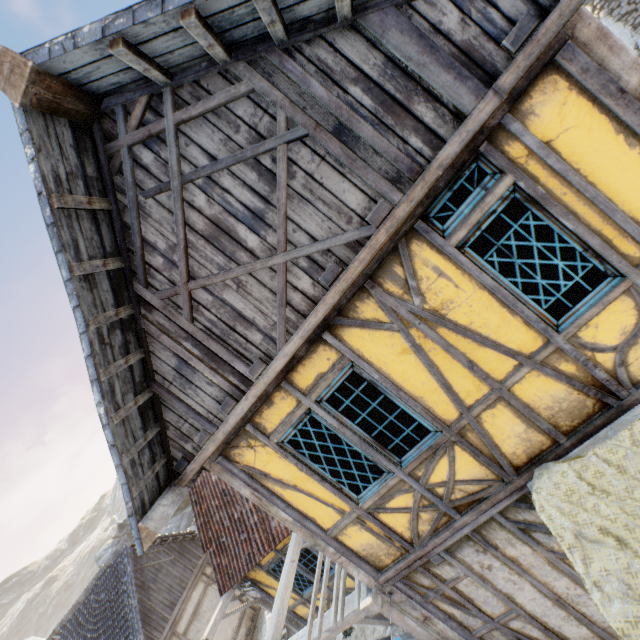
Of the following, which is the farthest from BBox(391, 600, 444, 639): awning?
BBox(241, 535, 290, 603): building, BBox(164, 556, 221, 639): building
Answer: BBox(164, 556, 221, 639): building

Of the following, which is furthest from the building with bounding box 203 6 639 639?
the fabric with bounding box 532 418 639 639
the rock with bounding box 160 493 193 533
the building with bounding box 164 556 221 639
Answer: the building with bounding box 164 556 221 639

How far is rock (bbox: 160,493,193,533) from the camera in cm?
2498

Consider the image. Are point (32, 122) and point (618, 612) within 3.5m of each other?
no

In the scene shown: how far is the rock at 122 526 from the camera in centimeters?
2739cm

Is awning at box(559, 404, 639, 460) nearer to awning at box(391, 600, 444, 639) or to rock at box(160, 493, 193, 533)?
awning at box(391, 600, 444, 639)

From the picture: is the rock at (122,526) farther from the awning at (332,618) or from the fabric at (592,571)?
the fabric at (592,571)

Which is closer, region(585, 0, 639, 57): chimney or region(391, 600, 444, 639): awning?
region(391, 600, 444, 639): awning
